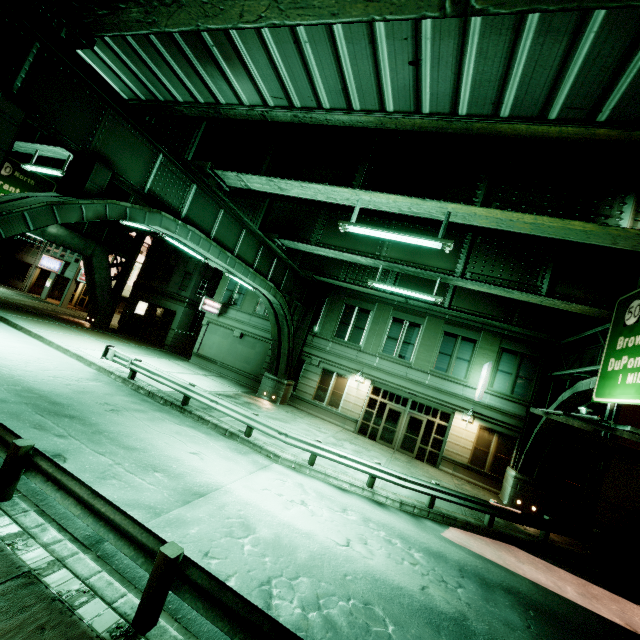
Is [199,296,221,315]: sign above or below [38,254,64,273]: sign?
above

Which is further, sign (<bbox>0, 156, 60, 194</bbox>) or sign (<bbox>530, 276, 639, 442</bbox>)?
sign (<bbox>0, 156, 60, 194</bbox>)

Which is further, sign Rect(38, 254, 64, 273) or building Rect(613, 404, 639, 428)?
sign Rect(38, 254, 64, 273)

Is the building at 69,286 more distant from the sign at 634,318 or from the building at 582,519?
the building at 582,519

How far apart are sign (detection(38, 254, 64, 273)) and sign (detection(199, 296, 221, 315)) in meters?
20.2

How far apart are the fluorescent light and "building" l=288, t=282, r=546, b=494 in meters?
13.1

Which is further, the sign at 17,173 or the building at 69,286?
the building at 69,286

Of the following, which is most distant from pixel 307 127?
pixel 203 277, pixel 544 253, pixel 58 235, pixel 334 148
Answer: pixel 58 235
